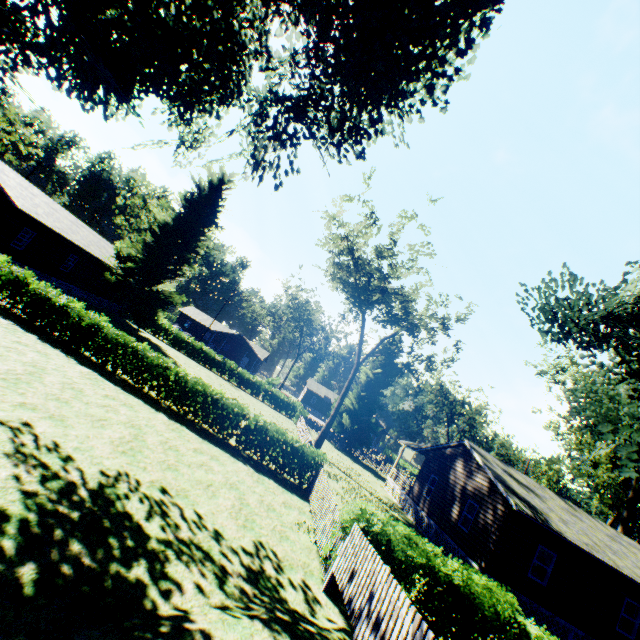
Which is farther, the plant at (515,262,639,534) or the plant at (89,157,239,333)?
the plant at (89,157,239,333)

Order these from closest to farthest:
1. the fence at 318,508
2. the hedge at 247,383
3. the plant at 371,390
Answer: the fence at 318,508 → the plant at 371,390 → the hedge at 247,383

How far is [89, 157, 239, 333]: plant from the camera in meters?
31.4

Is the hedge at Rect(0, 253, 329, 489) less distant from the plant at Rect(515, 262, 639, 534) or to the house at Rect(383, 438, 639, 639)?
the plant at Rect(515, 262, 639, 534)

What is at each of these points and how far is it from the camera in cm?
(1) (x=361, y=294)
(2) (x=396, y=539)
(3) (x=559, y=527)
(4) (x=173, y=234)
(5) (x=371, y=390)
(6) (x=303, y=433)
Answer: (1) tree, 2811
(2) hedge, 873
(3) house, 1569
(4) plant, 3322
(5) plant, 4078
(6) fence, 2703

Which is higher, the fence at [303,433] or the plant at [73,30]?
the plant at [73,30]

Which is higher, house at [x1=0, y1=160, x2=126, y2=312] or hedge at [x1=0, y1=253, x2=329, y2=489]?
house at [x1=0, y1=160, x2=126, y2=312]

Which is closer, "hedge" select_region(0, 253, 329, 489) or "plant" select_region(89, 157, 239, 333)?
"hedge" select_region(0, 253, 329, 489)
